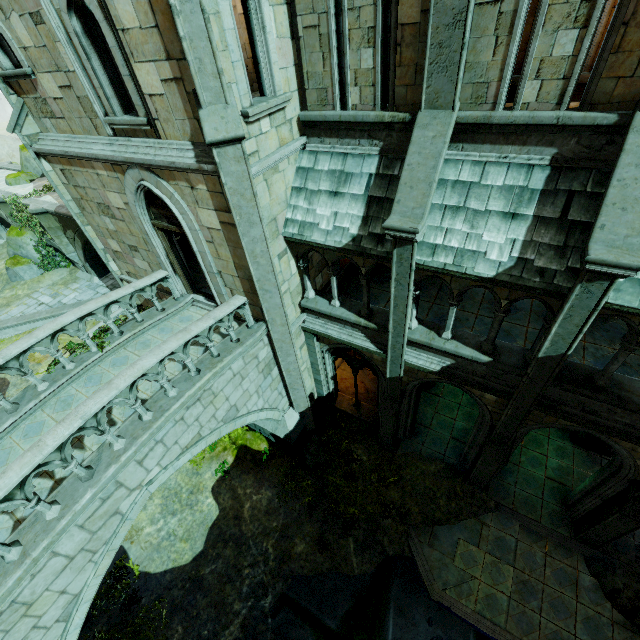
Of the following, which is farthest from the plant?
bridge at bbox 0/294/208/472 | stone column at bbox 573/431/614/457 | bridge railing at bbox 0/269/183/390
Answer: stone column at bbox 573/431/614/457

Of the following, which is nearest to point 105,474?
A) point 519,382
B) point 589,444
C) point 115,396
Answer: point 115,396

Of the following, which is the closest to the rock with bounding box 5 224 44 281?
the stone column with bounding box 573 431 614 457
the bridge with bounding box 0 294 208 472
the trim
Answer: the bridge with bounding box 0 294 208 472

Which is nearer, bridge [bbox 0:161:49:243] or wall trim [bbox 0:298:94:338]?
wall trim [bbox 0:298:94:338]

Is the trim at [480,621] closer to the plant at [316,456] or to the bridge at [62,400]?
the plant at [316,456]

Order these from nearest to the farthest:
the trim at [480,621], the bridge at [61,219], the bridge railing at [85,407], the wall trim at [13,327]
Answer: the bridge railing at [85,407] < the trim at [480,621] < the bridge at [61,219] < the wall trim at [13,327]

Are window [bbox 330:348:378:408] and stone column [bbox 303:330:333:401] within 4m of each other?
yes

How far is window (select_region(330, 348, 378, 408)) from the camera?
10.9m
